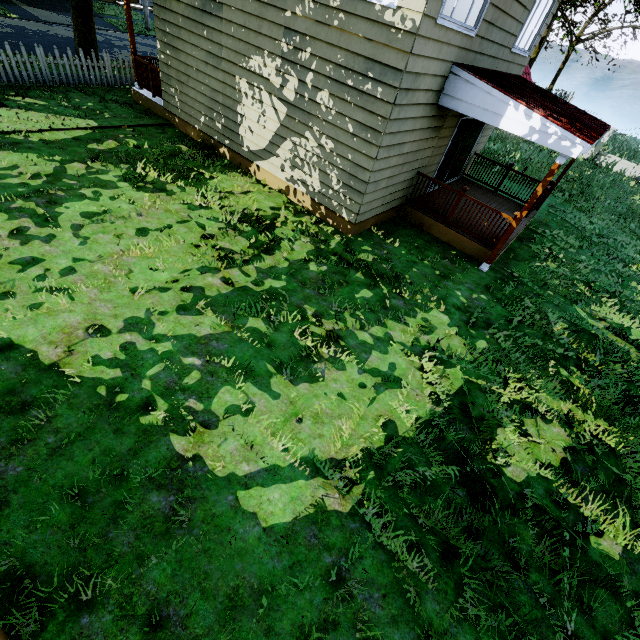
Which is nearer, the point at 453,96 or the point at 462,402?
the point at 462,402

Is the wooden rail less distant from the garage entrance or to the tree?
the tree

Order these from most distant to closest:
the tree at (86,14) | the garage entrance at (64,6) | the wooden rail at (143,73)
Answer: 1. the garage entrance at (64,6)
2. the tree at (86,14)
3. the wooden rail at (143,73)

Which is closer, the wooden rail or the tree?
the wooden rail

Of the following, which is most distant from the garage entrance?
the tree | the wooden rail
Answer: the wooden rail

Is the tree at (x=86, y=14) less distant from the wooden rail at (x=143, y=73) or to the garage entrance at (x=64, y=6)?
the garage entrance at (x=64, y=6)
